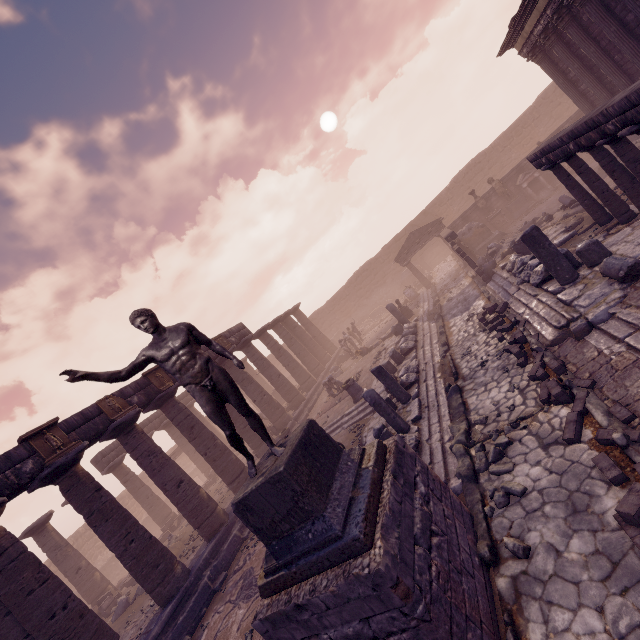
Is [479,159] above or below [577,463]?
above

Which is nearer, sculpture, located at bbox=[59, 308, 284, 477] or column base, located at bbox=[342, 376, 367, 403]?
sculpture, located at bbox=[59, 308, 284, 477]

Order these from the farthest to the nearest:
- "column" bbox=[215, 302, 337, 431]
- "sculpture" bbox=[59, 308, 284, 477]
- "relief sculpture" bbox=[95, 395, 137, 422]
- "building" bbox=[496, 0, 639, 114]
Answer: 1. "column" bbox=[215, 302, 337, 431]
2. "relief sculpture" bbox=[95, 395, 137, 422]
3. "building" bbox=[496, 0, 639, 114]
4. "sculpture" bbox=[59, 308, 284, 477]

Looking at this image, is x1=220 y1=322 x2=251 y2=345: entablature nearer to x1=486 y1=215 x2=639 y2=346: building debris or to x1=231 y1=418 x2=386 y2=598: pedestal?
x1=231 y1=418 x2=386 y2=598: pedestal

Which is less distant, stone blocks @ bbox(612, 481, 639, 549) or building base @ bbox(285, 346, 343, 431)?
stone blocks @ bbox(612, 481, 639, 549)

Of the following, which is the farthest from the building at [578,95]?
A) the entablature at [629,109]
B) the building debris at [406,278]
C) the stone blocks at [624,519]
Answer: the building debris at [406,278]

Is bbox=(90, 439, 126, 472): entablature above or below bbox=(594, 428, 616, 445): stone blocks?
above

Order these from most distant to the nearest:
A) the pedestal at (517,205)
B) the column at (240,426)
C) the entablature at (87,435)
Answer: the pedestal at (517,205), the column at (240,426), the entablature at (87,435)
